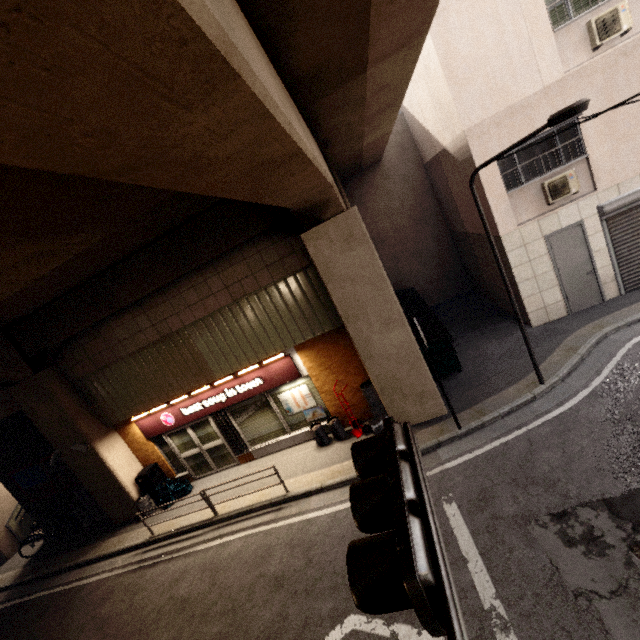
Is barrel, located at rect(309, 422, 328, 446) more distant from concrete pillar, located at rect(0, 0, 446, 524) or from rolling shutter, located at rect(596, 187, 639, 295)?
rolling shutter, located at rect(596, 187, 639, 295)

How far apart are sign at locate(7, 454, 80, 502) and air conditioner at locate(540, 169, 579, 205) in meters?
16.7

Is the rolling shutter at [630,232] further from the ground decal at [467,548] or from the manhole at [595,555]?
the ground decal at [467,548]

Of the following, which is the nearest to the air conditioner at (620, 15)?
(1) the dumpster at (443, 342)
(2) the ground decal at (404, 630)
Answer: (1) the dumpster at (443, 342)

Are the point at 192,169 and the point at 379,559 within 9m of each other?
yes

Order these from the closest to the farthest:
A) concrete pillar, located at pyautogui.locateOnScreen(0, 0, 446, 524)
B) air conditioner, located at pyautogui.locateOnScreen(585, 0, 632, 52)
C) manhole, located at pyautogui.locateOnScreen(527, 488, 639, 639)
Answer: concrete pillar, located at pyautogui.locateOnScreen(0, 0, 446, 524)
manhole, located at pyautogui.locateOnScreen(527, 488, 639, 639)
air conditioner, located at pyautogui.locateOnScreen(585, 0, 632, 52)

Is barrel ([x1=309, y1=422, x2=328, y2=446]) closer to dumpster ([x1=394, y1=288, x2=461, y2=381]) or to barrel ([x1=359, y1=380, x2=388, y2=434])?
barrel ([x1=359, y1=380, x2=388, y2=434])

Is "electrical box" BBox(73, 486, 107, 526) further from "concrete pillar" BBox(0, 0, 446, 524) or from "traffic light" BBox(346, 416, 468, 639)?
"traffic light" BBox(346, 416, 468, 639)
